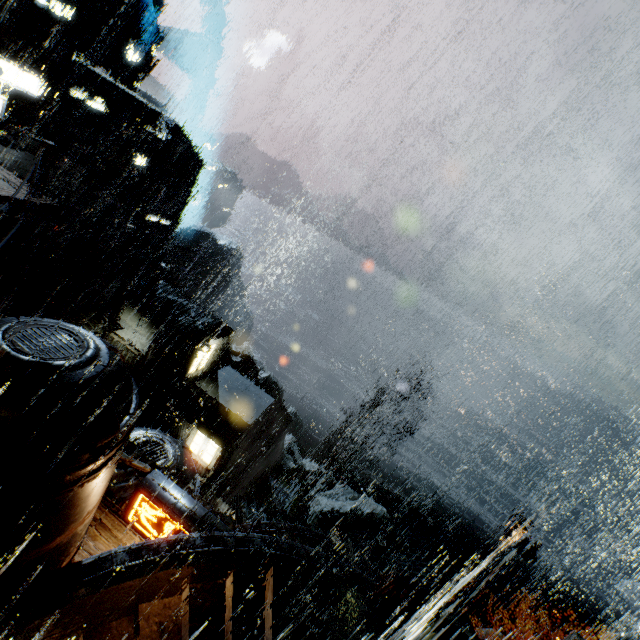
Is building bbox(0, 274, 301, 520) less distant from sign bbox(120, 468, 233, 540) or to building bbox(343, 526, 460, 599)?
sign bbox(120, 468, 233, 540)

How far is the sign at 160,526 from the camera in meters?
9.8

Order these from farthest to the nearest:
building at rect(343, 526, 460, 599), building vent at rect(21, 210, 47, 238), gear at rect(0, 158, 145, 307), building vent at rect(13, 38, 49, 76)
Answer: gear at rect(0, 158, 145, 307), building vent at rect(13, 38, 49, 76), building vent at rect(21, 210, 47, 238), building at rect(343, 526, 460, 599)

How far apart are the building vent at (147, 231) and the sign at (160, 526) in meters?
40.7

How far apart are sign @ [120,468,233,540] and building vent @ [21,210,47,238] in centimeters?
2525cm

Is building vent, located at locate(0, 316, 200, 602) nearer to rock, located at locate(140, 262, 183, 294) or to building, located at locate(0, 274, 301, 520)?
building, located at locate(0, 274, 301, 520)

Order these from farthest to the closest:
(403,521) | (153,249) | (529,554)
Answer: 1. (403,521)
2. (153,249)
3. (529,554)

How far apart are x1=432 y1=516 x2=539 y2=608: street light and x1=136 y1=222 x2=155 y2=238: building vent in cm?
4794
